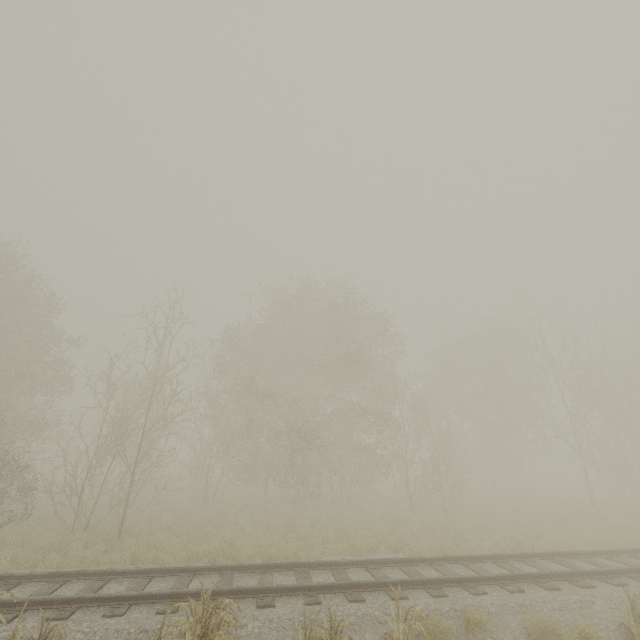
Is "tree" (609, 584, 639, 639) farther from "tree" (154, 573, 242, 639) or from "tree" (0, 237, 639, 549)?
"tree" (0, 237, 639, 549)

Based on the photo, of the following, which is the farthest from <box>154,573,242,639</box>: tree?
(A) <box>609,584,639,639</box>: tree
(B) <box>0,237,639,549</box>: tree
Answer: (B) <box>0,237,639,549</box>: tree

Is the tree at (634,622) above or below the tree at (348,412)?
below

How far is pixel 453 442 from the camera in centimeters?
3491cm

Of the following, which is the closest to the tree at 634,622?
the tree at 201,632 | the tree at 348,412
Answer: the tree at 201,632

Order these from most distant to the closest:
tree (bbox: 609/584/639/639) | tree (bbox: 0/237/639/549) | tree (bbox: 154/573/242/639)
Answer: tree (bbox: 0/237/639/549), tree (bbox: 609/584/639/639), tree (bbox: 154/573/242/639)
